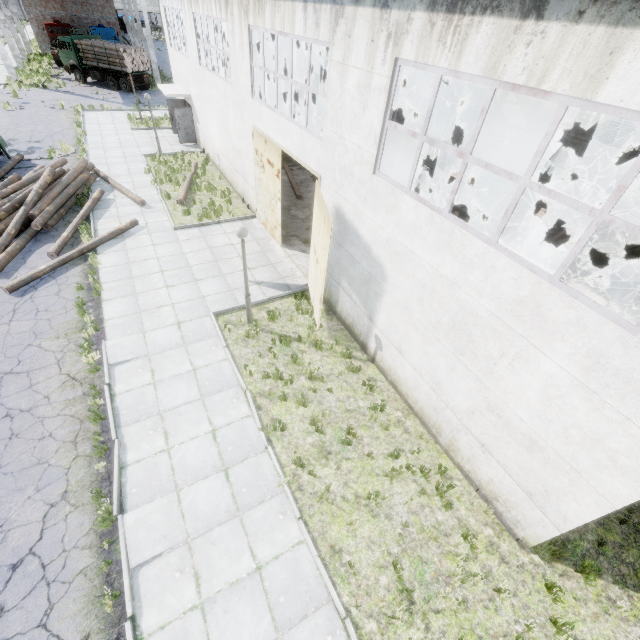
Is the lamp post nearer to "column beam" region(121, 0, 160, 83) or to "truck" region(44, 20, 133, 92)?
"truck" region(44, 20, 133, 92)

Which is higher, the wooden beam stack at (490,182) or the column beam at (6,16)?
the column beam at (6,16)

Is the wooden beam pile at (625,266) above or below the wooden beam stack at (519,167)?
below

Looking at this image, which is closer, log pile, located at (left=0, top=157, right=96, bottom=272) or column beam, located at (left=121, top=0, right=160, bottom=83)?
log pile, located at (left=0, top=157, right=96, bottom=272)

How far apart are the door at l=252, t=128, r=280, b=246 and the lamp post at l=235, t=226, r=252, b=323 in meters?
4.6

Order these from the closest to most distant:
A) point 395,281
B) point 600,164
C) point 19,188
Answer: point 395,281 < point 19,188 < point 600,164

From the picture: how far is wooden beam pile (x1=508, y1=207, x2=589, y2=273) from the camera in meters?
13.3 m

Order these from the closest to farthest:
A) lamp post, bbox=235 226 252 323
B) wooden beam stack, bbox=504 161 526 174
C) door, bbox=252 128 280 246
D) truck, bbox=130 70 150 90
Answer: lamp post, bbox=235 226 252 323 < door, bbox=252 128 280 246 < wooden beam stack, bbox=504 161 526 174 < truck, bbox=130 70 150 90
